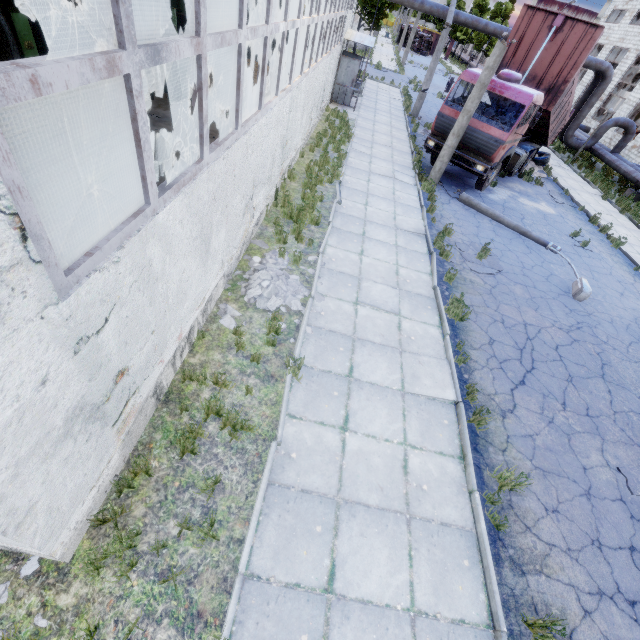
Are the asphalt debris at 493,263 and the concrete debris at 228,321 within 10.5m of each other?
yes

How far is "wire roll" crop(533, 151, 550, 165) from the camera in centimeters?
1900cm

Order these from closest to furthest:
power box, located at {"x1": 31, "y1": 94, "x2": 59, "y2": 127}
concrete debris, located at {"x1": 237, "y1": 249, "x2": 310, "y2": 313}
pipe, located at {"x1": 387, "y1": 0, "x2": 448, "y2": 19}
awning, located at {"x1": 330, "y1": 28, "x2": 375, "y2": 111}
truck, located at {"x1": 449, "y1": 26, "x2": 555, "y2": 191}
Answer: concrete debris, located at {"x1": 237, "y1": 249, "x2": 310, "y2": 313} → power box, located at {"x1": 31, "y1": 94, "x2": 59, "y2": 127} → truck, located at {"x1": 449, "y1": 26, "x2": 555, "y2": 191} → awning, located at {"x1": 330, "y1": 28, "x2": 375, "y2": 111} → pipe, located at {"x1": 387, "y1": 0, "x2": 448, "y2": 19}

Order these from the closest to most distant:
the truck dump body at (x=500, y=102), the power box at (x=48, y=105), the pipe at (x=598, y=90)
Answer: the power box at (x=48, y=105) < the truck dump body at (x=500, y=102) < the pipe at (x=598, y=90)

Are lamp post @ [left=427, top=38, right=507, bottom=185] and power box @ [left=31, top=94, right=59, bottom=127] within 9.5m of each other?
no

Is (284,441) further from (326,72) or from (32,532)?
(326,72)

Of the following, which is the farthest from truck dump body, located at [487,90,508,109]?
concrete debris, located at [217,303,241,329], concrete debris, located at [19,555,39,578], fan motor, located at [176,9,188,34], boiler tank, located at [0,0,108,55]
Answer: concrete debris, located at [19,555,39,578]

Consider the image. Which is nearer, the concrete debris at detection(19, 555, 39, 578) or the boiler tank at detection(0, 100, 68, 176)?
the concrete debris at detection(19, 555, 39, 578)
